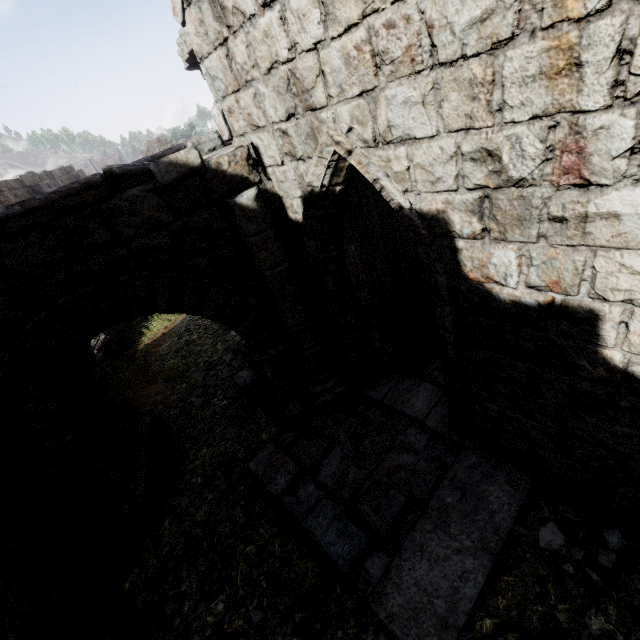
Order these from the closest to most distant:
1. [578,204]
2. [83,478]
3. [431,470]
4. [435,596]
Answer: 1. [578,204]
2. [435,596]
3. [431,470]
4. [83,478]

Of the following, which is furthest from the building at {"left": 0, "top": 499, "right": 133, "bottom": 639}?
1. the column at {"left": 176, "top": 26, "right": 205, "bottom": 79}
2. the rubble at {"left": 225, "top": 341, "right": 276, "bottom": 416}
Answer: the rubble at {"left": 225, "top": 341, "right": 276, "bottom": 416}

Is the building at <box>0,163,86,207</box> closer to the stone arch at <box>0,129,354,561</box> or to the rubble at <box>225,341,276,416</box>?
the stone arch at <box>0,129,354,561</box>

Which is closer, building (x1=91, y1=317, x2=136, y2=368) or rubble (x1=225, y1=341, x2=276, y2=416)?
rubble (x1=225, y1=341, x2=276, y2=416)

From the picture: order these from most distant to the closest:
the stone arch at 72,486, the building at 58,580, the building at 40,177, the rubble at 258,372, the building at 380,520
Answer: the building at 40,177
the rubble at 258,372
the stone arch at 72,486
the building at 58,580
the building at 380,520

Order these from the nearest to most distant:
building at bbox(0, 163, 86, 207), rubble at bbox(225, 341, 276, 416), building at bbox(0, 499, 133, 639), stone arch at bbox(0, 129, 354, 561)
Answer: building at bbox(0, 499, 133, 639), stone arch at bbox(0, 129, 354, 561), rubble at bbox(225, 341, 276, 416), building at bbox(0, 163, 86, 207)

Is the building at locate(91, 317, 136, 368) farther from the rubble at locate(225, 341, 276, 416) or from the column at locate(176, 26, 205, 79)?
the rubble at locate(225, 341, 276, 416)

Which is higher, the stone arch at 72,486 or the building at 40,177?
the building at 40,177
